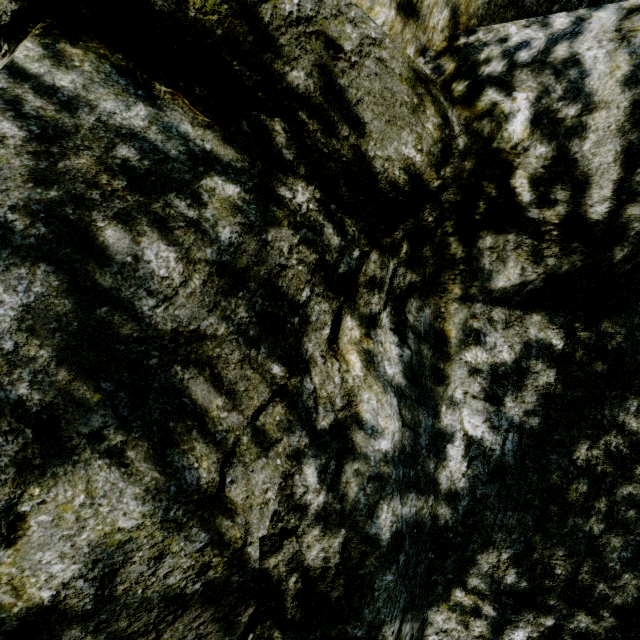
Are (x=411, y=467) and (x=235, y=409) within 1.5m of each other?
yes
